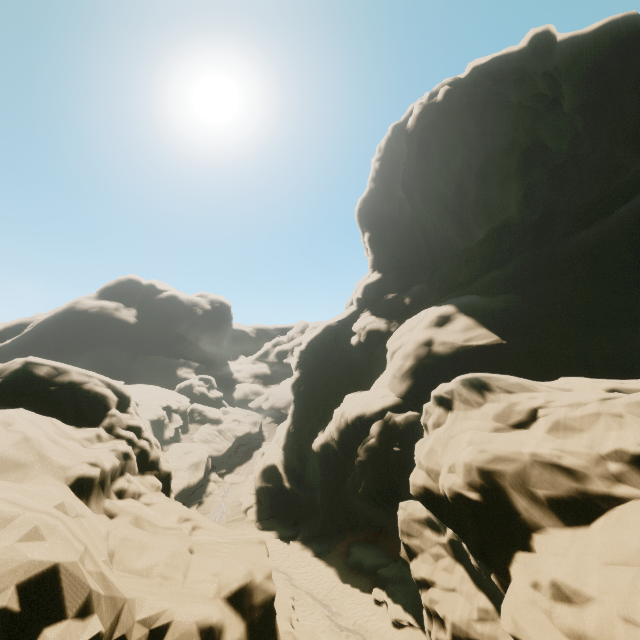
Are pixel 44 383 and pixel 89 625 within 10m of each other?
yes
